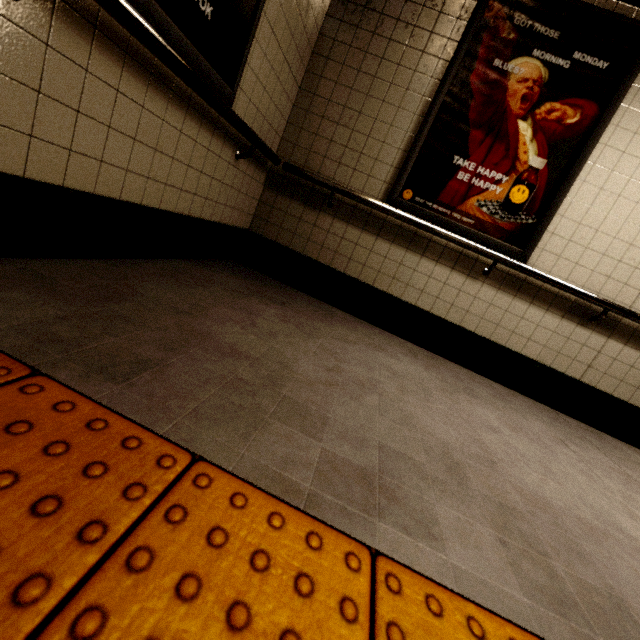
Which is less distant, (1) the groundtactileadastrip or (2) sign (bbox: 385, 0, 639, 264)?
(1) the groundtactileadastrip

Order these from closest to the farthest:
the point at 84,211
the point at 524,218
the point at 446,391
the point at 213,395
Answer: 1. the point at 213,395
2. the point at 84,211
3. the point at 446,391
4. the point at 524,218

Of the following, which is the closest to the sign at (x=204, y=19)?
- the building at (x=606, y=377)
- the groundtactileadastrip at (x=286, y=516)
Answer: the building at (x=606, y=377)

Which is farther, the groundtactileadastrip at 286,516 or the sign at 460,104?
the sign at 460,104

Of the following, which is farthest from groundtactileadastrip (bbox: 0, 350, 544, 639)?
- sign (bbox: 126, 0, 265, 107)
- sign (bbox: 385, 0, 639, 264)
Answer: sign (bbox: 385, 0, 639, 264)

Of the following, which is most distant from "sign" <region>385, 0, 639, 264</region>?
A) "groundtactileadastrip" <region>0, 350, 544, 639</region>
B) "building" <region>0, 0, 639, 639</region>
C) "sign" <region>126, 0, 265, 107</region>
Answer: "groundtactileadastrip" <region>0, 350, 544, 639</region>

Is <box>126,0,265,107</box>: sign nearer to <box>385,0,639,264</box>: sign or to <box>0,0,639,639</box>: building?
<box>0,0,639,639</box>: building

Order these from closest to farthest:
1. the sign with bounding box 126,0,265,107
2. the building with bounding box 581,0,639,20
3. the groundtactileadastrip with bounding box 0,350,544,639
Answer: the groundtactileadastrip with bounding box 0,350,544,639 → the sign with bounding box 126,0,265,107 → the building with bounding box 581,0,639,20
